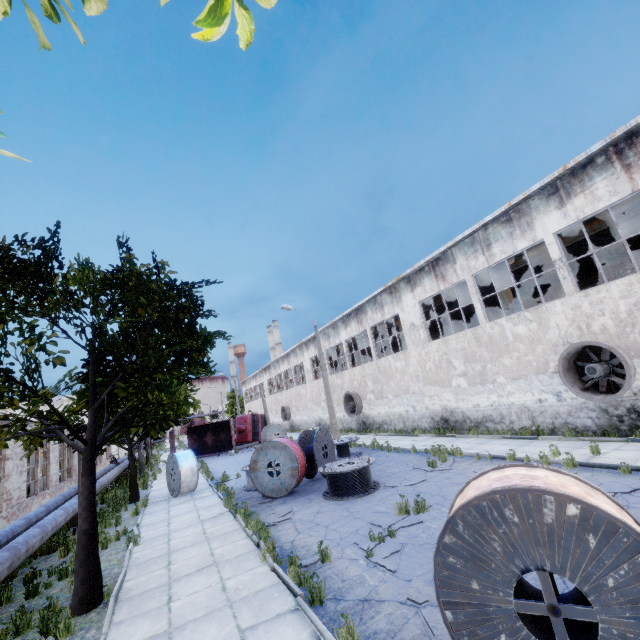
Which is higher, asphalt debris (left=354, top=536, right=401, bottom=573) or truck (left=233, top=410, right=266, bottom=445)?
truck (left=233, top=410, right=266, bottom=445)

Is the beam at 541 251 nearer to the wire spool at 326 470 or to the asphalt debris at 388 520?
the wire spool at 326 470

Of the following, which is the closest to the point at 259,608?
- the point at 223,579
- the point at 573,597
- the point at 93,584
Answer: the point at 223,579

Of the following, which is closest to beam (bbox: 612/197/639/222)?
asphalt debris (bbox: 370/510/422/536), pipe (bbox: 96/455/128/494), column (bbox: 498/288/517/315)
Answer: column (bbox: 498/288/517/315)

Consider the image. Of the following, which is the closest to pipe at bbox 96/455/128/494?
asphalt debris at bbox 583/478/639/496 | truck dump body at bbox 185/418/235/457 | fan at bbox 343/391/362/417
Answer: truck dump body at bbox 185/418/235/457

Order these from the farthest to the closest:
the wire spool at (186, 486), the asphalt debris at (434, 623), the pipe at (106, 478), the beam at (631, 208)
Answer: the pipe at (106, 478), the wire spool at (186, 486), the beam at (631, 208), the asphalt debris at (434, 623)

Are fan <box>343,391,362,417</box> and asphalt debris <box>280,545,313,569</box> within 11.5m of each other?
no

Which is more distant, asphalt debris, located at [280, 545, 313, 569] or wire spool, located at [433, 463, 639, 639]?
asphalt debris, located at [280, 545, 313, 569]
